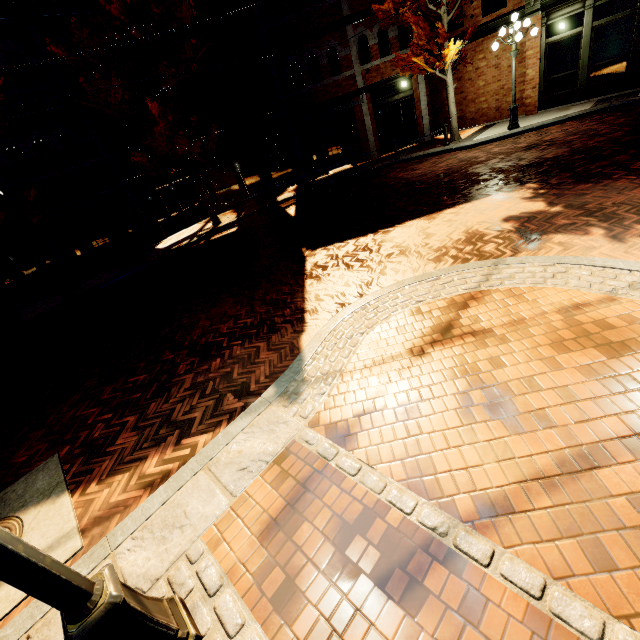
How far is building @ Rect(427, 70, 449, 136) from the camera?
16.52m

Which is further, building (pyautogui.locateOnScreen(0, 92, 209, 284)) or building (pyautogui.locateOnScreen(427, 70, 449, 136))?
building (pyautogui.locateOnScreen(427, 70, 449, 136))

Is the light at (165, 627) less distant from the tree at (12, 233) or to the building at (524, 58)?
the tree at (12, 233)

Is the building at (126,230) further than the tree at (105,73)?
Yes

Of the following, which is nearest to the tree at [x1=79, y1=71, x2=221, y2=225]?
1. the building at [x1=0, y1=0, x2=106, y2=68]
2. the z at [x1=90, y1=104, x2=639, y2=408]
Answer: the building at [x1=0, y1=0, x2=106, y2=68]

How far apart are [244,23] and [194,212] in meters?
9.1

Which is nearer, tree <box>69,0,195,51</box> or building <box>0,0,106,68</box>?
tree <box>69,0,195,51</box>
